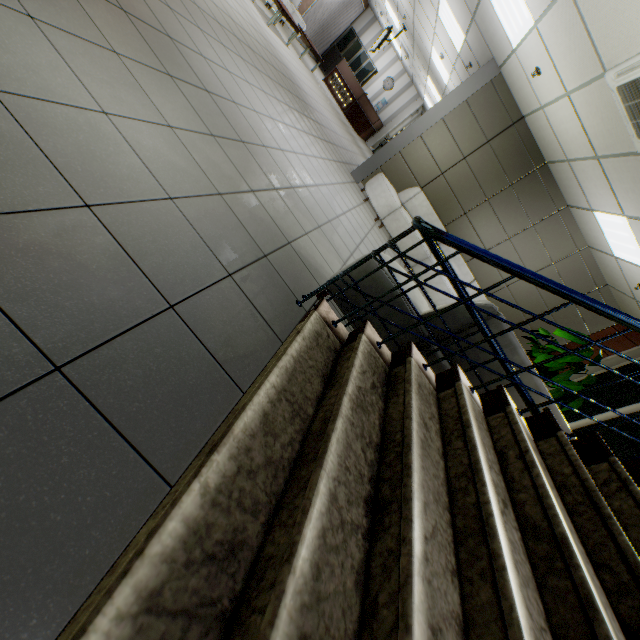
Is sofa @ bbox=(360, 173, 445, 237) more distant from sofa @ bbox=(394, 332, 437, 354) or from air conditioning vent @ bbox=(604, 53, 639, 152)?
sofa @ bbox=(394, 332, 437, 354)

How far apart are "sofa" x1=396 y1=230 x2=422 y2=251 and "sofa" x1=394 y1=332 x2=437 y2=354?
4.0m

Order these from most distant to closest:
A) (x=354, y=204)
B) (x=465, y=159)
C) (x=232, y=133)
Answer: (x=465, y=159) < (x=354, y=204) < (x=232, y=133)

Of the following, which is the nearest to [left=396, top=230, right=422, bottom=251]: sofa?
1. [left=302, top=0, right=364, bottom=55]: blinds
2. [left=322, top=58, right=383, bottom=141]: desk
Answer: [left=322, top=58, right=383, bottom=141]: desk

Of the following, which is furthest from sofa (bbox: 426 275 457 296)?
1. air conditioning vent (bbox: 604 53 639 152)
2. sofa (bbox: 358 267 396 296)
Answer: sofa (bbox: 358 267 396 296)

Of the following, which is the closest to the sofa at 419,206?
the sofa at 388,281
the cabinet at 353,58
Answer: the sofa at 388,281

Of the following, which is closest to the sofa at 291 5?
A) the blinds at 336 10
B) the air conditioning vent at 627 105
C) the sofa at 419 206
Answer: the blinds at 336 10
